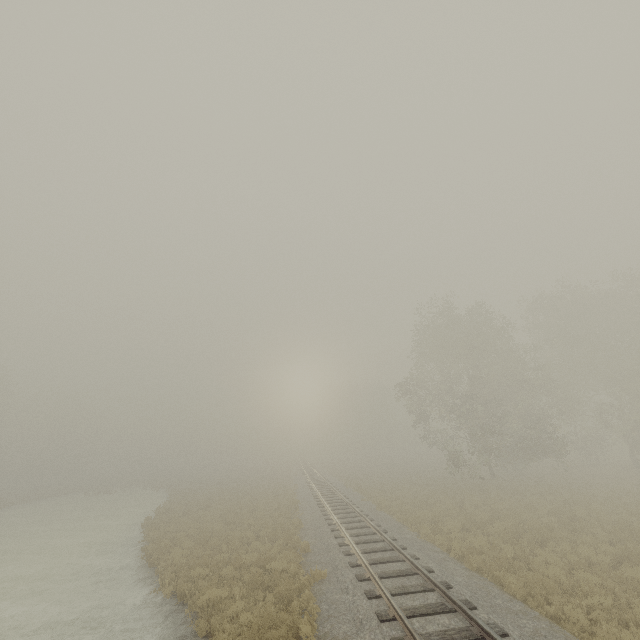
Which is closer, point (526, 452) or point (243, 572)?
point (243, 572)
